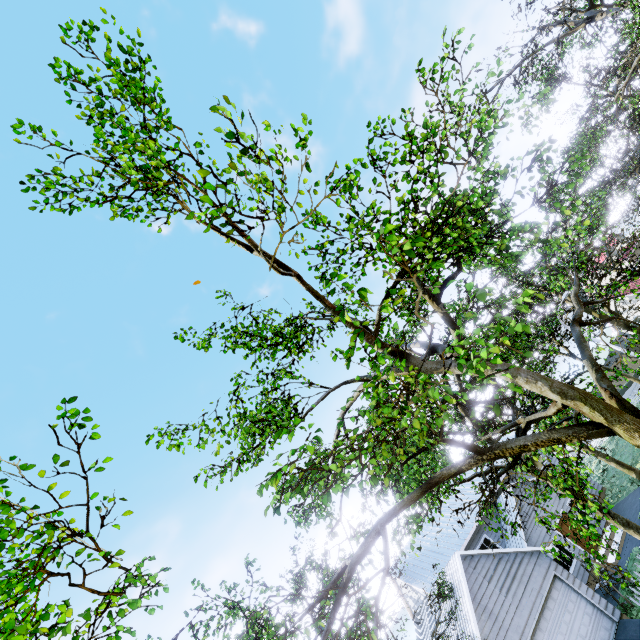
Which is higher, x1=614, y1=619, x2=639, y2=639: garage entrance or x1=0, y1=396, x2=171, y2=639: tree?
x1=0, y1=396, x2=171, y2=639: tree

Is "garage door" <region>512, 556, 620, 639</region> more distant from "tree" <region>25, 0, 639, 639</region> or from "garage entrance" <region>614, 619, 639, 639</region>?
"tree" <region>25, 0, 639, 639</region>

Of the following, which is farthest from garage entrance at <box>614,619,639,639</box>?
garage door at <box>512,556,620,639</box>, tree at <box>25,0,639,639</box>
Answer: tree at <box>25,0,639,639</box>

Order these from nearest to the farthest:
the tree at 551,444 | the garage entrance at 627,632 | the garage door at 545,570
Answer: the tree at 551,444
the garage entrance at 627,632
the garage door at 545,570

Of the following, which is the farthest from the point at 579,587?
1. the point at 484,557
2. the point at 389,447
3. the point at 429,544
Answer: the point at 389,447

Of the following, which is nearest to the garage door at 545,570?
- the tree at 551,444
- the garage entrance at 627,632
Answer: the garage entrance at 627,632

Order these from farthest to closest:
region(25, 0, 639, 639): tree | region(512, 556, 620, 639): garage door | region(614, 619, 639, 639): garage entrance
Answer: region(512, 556, 620, 639): garage door, region(614, 619, 639, 639): garage entrance, region(25, 0, 639, 639): tree
